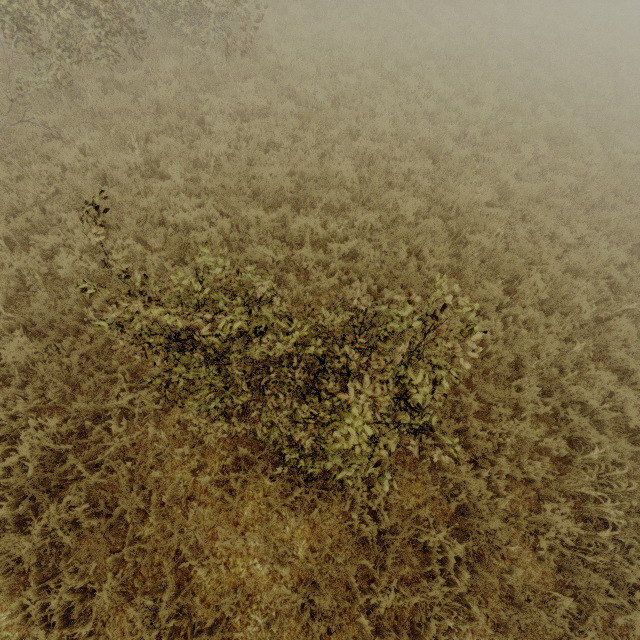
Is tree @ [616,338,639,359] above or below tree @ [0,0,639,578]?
above

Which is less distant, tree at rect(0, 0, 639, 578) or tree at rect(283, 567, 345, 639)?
tree at rect(0, 0, 639, 578)

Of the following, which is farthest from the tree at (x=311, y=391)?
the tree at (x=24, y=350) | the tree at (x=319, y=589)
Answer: the tree at (x=319, y=589)

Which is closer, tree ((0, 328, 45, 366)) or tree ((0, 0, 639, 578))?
tree ((0, 0, 639, 578))

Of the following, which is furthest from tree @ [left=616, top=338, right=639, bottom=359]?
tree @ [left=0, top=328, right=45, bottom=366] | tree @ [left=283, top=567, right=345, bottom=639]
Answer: tree @ [left=283, top=567, right=345, bottom=639]

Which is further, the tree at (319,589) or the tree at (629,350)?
the tree at (629,350)

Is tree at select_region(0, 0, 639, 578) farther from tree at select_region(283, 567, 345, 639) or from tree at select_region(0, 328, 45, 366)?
tree at select_region(283, 567, 345, 639)

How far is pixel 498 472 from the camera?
4.9m
